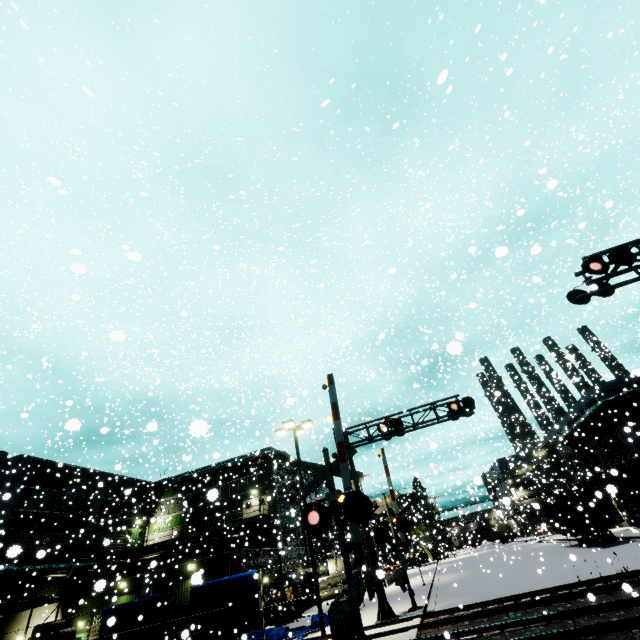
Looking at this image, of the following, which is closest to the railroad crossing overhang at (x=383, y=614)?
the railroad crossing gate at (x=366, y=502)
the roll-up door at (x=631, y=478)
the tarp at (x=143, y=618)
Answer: the railroad crossing gate at (x=366, y=502)

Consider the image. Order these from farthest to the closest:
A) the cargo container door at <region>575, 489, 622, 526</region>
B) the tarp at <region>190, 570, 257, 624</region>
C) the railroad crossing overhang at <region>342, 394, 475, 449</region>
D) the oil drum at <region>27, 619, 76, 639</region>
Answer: the cargo container door at <region>575, 489, 622, 526</region> < the oil drum at <region>27, 619, 76, 639</region> < the railroad crossing overhang at <region>342, 394, 475, 449</region> < the tarp at <region>190, 570, 257, 624</region>

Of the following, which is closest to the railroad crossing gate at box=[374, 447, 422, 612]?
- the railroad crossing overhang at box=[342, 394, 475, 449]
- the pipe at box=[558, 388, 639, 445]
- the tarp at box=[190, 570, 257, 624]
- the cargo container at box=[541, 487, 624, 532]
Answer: the railroad crossing overhang at box=[342, 394, 475, 449]

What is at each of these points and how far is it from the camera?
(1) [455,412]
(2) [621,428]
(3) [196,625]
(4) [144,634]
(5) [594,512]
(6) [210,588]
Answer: (1) railroad crossing overhang, 17.8m
(2) building, 28.6m
(3) tarp, 16.8m
(4) tarp, 17.2m
(5) cargo container door, 24.6m
(6) tarp, 17.5m

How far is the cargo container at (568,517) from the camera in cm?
2438

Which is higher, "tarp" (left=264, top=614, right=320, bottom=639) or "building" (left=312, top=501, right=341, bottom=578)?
"building" (left=312, top=501, right=341, bottom=578)

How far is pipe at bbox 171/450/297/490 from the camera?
36.1 meters

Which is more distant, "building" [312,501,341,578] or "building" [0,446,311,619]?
"building" [312,501,341,578]
